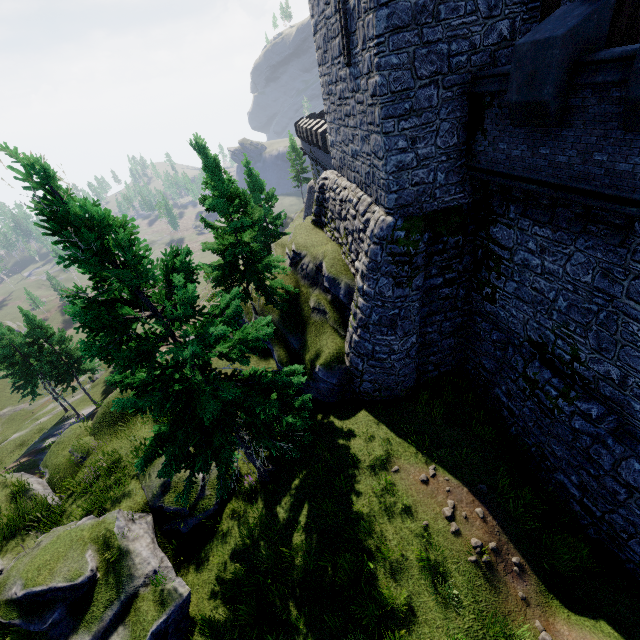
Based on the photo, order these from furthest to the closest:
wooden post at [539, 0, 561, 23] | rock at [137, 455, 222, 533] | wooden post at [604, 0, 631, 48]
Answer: rock at [137, 455, 222, 533] < wooden post at [539, 0, 561, 23] < wooden post at [604, 0, 631, 48]

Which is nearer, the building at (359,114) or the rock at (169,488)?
the building at (359,114)

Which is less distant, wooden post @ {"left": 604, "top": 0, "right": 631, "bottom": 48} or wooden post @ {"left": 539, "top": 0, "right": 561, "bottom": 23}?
wooden post @ {"left": 604, "top": 0, "right": 631, "bottom": 48}

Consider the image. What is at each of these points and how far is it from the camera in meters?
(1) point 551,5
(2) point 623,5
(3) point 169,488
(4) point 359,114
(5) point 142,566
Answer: (1) wooden post, 8.9
(2) wooden post, 7.5
(3) rock, 12.6
(4) building, 12.4
(5) rock, 10.2

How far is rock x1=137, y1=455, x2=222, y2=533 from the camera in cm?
1213

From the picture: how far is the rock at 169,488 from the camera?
12.13m

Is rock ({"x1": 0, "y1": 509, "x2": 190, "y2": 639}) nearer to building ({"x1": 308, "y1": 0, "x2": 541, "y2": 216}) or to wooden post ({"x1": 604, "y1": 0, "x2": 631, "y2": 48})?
building ({"x1": 308, "y1": 0, "x2": 541, "y2": 216})
